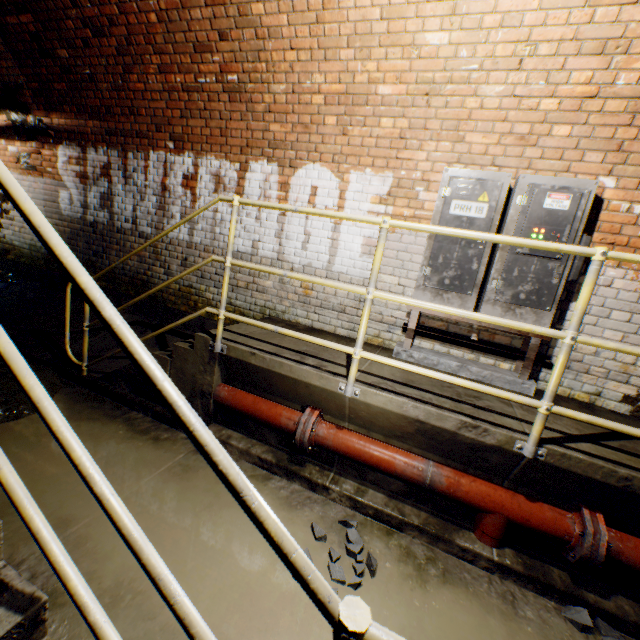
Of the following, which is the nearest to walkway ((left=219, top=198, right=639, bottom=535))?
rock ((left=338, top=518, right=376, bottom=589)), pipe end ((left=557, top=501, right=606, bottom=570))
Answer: pipe end ((left=557, top=501, right=606, bottom=570))

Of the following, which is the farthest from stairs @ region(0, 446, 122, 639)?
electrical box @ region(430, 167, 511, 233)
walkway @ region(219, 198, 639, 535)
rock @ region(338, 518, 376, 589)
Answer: electrical box @ region(430, 167, 511, 233)

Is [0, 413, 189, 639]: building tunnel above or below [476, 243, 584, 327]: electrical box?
below

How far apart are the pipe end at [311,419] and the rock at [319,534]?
0.5m

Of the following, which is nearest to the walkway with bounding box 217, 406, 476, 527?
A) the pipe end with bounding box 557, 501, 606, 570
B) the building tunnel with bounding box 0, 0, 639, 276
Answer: the building tunnel with bounding box 0, 0, 639, 276

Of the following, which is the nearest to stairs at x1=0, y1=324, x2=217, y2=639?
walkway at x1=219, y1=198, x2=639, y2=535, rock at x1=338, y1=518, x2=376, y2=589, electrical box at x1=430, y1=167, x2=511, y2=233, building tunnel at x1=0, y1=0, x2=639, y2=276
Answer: building tunnel at x1=0, y1=0, x2=639, y2=276

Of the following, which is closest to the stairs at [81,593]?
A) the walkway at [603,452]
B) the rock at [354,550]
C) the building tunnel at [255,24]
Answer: the building tunnel at [255,24]

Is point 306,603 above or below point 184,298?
below
